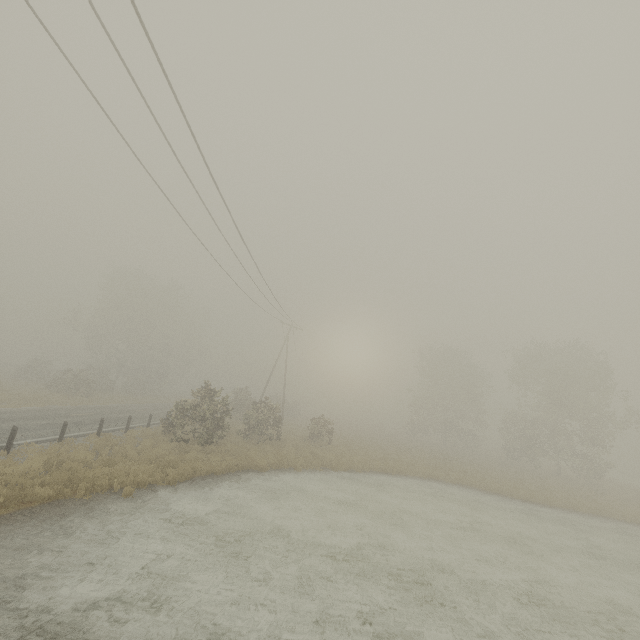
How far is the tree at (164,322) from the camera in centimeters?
3662cm

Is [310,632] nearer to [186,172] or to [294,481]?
[294,481]

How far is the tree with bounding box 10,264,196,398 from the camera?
36.6m
